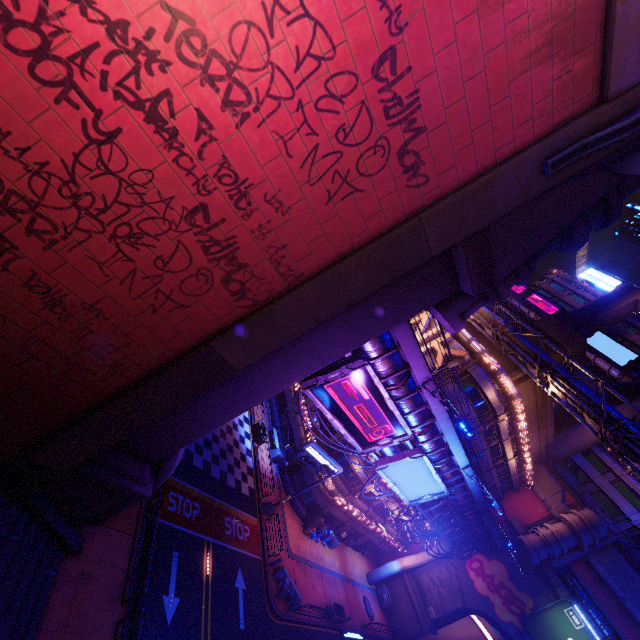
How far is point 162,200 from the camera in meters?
6.5 m

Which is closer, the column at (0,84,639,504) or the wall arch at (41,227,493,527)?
the column at (0,84,639,504)

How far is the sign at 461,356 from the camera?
29.4m

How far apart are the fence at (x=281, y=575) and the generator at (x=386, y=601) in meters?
20.5 m

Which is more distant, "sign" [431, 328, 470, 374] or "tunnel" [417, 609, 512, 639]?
"tunnel" [417, 609, 512, 639]

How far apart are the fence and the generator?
20.5m

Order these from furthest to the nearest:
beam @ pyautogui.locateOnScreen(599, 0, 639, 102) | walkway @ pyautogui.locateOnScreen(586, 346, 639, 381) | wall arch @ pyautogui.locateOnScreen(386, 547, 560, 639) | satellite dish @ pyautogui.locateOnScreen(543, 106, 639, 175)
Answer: walkway @ pyautogui.locateOnScreen(586, 346, 639, 381) < wall arch @ pyautogui.locateOnScreen(386, 547, 560, 639) < satellite dish @ pyautogui.locateOnScreen(543, 106, 639, 175) < beam @ pyautogui.locateOnScreen(599, 0, 639, 102)

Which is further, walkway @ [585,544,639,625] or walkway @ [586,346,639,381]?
walkway @ [586,346,639,381]
